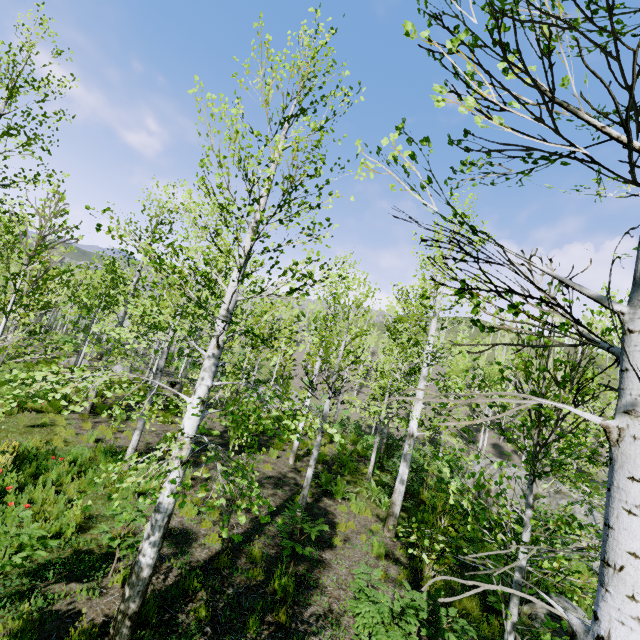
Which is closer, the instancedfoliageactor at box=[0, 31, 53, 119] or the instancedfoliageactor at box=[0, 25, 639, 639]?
the instancedfoliageactor at box=[0, 25, 639, 639]

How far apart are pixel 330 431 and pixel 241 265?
2.8m

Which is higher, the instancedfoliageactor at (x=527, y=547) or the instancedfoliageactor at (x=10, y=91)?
the instancedfoliageactor at (x=10, y=91)

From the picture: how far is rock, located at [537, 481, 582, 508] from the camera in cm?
1377

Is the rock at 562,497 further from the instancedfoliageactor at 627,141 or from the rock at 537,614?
the rock at 537,614

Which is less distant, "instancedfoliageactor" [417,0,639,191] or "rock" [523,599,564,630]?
"instancedfoliageactor" [417,0,639,191]

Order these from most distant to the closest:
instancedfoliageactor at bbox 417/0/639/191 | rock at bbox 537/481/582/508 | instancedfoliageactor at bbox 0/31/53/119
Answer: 1. rock at bbox 537/481/582/508
2. instancedfoliageactor at bbox 0/31/53/119
3. instancedfoliageactor at bbox 417/0/639/191
